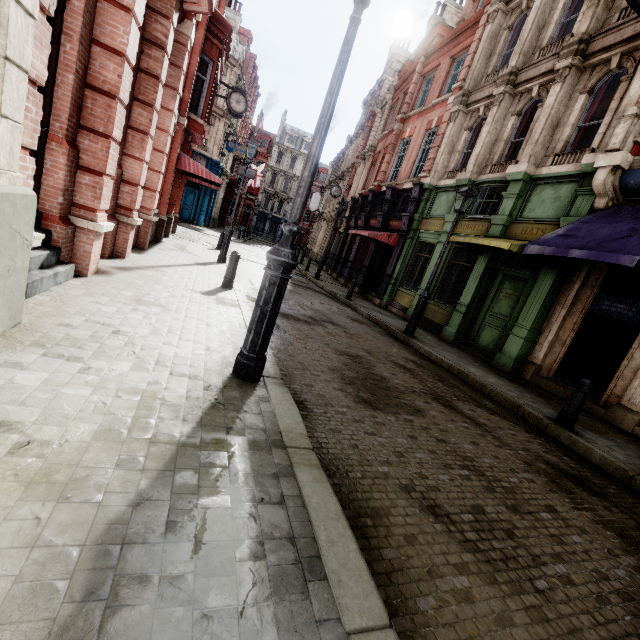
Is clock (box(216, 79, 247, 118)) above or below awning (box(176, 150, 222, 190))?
above

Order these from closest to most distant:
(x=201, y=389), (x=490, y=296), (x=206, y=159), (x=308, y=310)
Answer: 1. (x=201, y=389)
2. (x=308, y=310)
3. (x=490, y=296)
4. (x=206, y=159)

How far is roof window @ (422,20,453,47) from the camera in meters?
19.8

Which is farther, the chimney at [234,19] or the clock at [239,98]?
the chimney at [234,19]

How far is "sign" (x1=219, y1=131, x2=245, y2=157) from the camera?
28.1m

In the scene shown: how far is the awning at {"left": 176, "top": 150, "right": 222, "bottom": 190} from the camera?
12.09m

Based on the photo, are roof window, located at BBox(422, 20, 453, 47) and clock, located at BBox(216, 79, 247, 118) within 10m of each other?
no

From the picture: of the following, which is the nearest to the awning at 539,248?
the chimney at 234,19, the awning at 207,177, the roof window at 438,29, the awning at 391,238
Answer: the awning at 391,238
